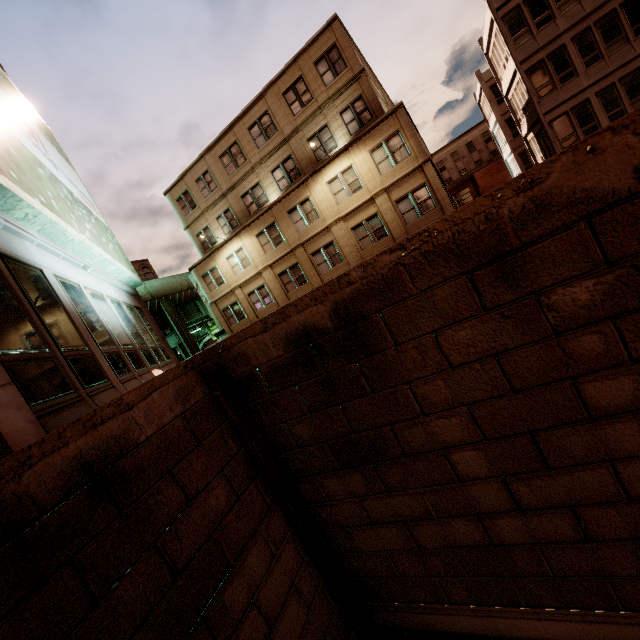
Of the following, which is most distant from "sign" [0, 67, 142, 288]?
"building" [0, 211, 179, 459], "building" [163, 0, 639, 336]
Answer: "building" [163, 0, 639, 336]

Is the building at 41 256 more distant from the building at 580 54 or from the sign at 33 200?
the building at 580 54

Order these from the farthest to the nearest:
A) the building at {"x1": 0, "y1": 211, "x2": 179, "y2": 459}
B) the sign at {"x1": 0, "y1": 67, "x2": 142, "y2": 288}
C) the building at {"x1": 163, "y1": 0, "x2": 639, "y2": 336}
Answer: the building at {"x1": 163, "y1": 0, "x2": 639, "y2": 336}, the sign at {"x1": 0, "y1": 67, "x2": 142, "y2": 288}, the building at {"x1": 0, "y1": 211, "x2": 179, "y2": 459}

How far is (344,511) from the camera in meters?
4.0

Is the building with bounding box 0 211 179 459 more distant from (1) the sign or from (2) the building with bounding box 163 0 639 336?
(2) the building with bounding box 163 0 639 336

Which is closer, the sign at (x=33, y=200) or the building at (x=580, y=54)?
the sign at (x=33, y=200)

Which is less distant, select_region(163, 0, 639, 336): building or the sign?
the sign
